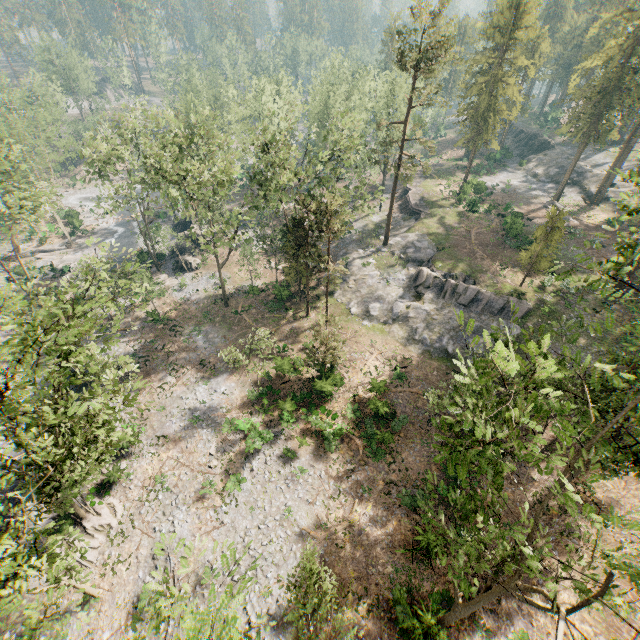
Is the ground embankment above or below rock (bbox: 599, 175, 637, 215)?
below

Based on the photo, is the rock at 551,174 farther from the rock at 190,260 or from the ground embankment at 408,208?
the rock at 190,260

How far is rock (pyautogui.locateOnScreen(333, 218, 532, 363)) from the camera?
32.7m

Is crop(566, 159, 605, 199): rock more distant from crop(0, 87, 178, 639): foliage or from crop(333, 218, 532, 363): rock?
crop(333, 218, 532, 363): rock

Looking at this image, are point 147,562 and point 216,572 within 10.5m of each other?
yes

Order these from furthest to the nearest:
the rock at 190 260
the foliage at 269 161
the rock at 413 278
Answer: the rock at 190 260 → the rock at 413 278 → the foliage at 269 161

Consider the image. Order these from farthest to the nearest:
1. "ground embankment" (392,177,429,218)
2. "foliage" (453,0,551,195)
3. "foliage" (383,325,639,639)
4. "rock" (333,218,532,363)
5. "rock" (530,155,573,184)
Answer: "rock" (530,155,573,184)
"ground embankment" (392,177,429,218)
"foliage" (453,0,551,195)
"rock" (333,218,532,363)
"foliage" (383,325,639,639)

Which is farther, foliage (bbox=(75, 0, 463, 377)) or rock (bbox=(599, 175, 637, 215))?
rock (bbox=(599, 175, 637, 215))
